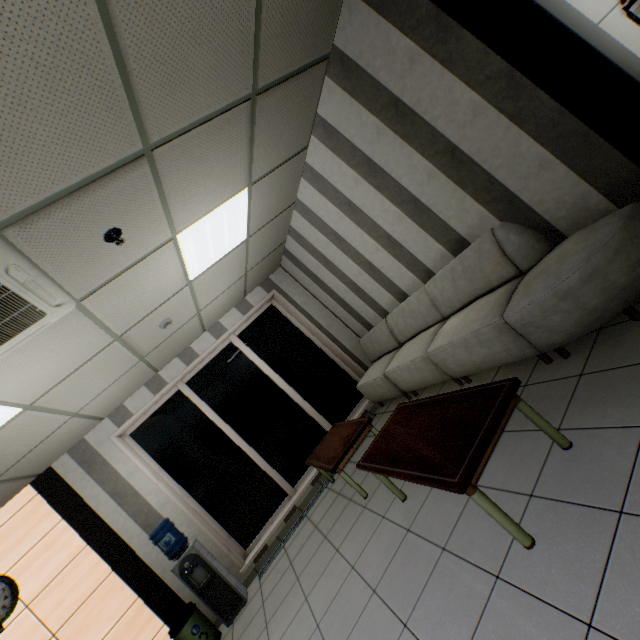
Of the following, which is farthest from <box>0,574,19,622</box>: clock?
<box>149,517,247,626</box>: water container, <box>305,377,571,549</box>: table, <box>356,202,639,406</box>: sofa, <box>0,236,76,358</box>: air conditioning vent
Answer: <box>356,202,639,406</box>: sofa

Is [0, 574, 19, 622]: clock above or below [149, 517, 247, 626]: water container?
above

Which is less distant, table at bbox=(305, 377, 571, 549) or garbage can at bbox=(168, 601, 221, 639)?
table at bbox=(305, 377, 571, 549)

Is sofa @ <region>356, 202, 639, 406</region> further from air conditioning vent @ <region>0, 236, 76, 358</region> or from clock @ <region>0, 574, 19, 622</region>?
clock @ <region>0, 574, 19, 622</region>

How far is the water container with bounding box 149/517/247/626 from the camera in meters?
4.2

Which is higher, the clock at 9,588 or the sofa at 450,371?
the clock at 9,588

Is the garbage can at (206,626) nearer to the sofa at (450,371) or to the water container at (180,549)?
the water container at (180,549)

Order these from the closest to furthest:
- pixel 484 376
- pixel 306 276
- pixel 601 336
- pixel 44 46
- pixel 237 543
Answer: pixel 44 46 < pixel 601 336 < pixel 484 376 < pixel 237 543 < pixel 306 276
